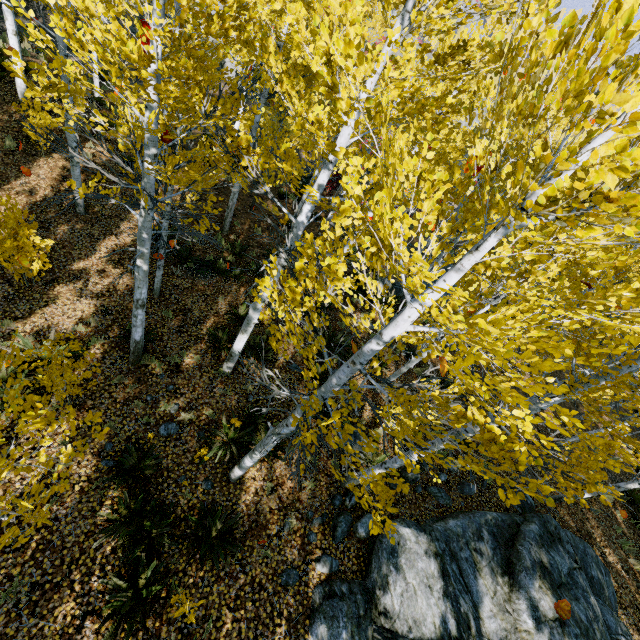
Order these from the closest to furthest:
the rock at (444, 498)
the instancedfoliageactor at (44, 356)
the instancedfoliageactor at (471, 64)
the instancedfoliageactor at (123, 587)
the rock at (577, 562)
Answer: the instancedfoliageactor at (471, 64) → the instancedfoliageactor at (44, 356) → the instancedfoliageactor at (123, 587) → the rock at (577, 562) → the rock at (444, 498)

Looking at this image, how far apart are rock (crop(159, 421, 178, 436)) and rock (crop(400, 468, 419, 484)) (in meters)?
5.59

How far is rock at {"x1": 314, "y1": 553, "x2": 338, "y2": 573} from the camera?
6.11m

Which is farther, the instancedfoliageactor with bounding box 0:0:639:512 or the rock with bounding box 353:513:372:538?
the rock with bounding box 353:513:372:538

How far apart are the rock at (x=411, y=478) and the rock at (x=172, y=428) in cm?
559

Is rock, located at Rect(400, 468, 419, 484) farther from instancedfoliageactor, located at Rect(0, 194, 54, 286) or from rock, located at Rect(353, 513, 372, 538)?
instancedfoliageactor, located at Rect(0, 194, 54, 286)

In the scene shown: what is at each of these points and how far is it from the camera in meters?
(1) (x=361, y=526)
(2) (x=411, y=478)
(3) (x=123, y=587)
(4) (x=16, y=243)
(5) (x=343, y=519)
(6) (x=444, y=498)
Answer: (1) rock, 6.8 m
(2) rock, 8.2 m
(3) instancedfoliageactor, 4.9 m
(4) instancedfoliageactor, 6.8 m
(5) rock, 6.8 m
(6) rock, 8.2 m
